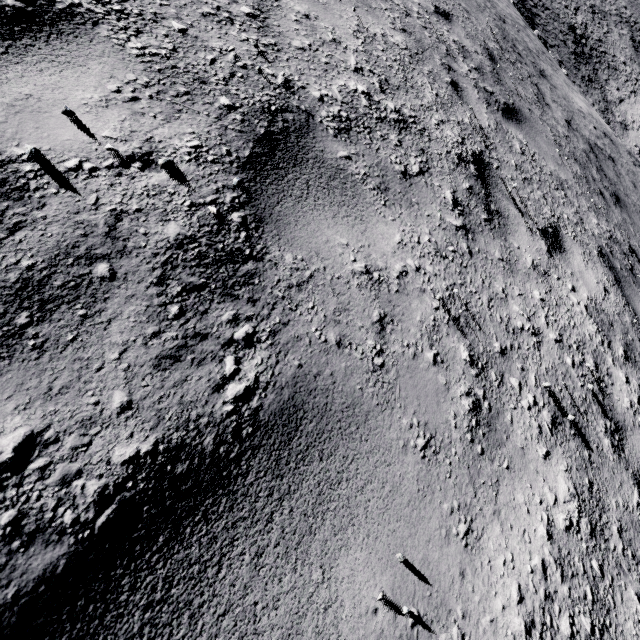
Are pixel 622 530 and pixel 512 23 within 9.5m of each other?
no
